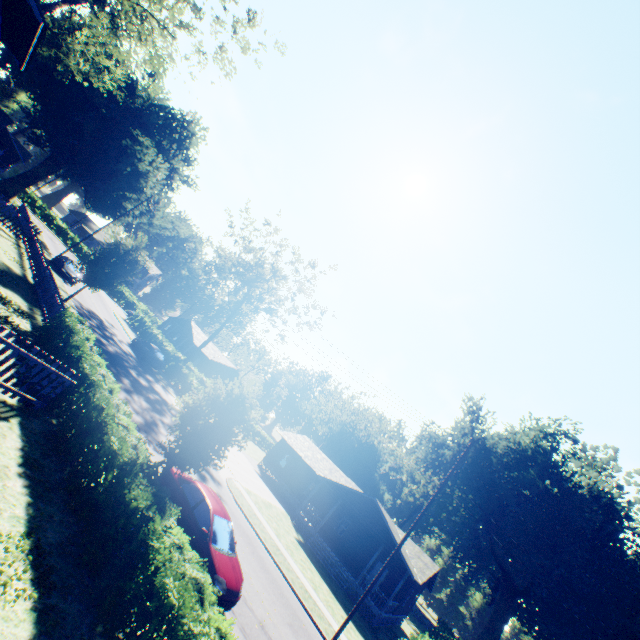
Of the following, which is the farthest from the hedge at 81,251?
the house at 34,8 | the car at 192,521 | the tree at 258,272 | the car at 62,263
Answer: the car at 192,521

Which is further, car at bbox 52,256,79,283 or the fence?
car at bbox 52,256,79,283

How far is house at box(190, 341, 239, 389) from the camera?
54.56m

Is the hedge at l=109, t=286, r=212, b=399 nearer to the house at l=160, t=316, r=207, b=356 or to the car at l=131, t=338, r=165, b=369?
the car at l=131, t=338, r=165, b=369

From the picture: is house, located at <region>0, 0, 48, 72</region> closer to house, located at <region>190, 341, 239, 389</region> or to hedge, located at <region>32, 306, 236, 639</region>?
hedge, located at <region>32, 306, 236, 639</region>

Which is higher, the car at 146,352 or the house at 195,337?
the house at 195,337

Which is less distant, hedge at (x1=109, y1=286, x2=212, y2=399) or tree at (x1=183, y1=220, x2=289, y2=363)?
hedge at (x1=109, y1=286, x2=212, y2=399)

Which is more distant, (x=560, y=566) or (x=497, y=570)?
(x=497, y=570)
